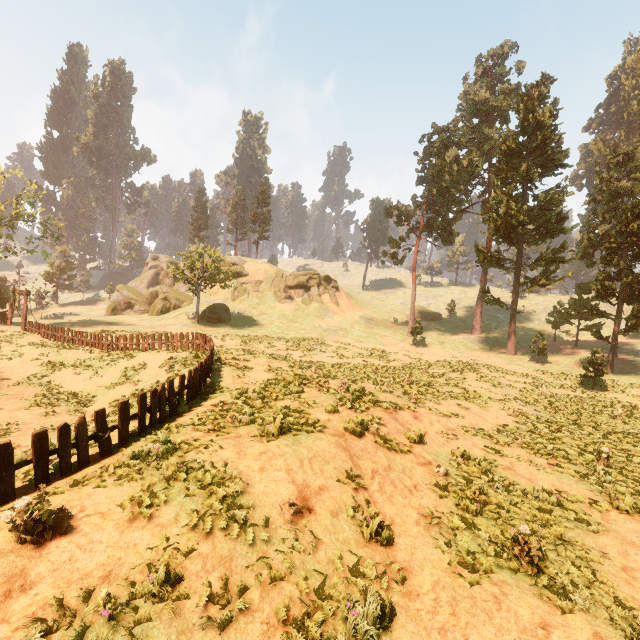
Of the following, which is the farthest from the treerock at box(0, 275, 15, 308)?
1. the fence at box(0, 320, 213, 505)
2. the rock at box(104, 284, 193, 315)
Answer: the fence at box(0, 320, 213, 505)

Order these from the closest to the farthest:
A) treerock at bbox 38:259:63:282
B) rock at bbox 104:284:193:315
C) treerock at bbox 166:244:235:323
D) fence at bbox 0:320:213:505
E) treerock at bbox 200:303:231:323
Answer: fence at bbox 0:320:213:505, treerock at bbox 166:244:235:323, treerock at bbox 200:303:231:323, rock at bbox 104:284:193:315, treerock at bbox 38:259:63:282

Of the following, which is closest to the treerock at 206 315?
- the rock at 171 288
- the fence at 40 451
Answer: the rock at 171 288

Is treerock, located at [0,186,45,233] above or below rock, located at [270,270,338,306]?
above

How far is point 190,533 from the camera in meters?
5.7 m

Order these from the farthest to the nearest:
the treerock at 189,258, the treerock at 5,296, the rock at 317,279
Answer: the rock at 317,279
the treerock at 189,258
the treerock at 5,296

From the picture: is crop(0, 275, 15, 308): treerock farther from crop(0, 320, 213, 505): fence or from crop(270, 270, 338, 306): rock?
crop(270, 270, 338, 306): rock
